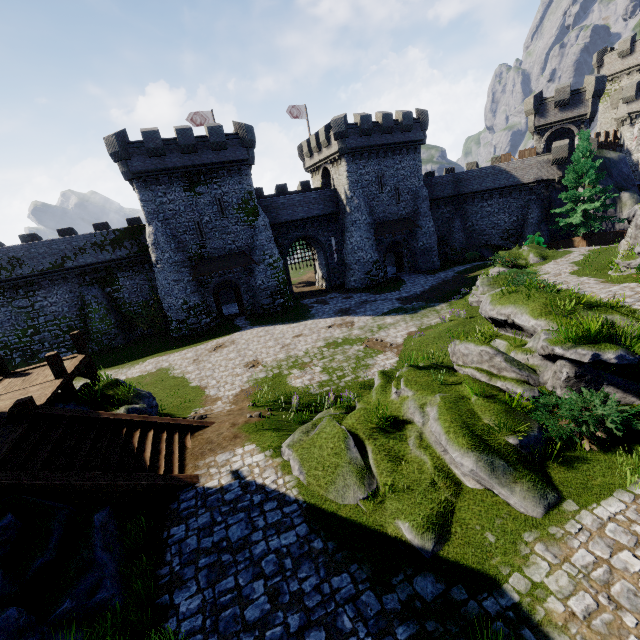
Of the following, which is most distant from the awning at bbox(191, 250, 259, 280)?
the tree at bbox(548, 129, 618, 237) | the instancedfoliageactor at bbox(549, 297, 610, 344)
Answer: the tree at bbox(548, 129, 618, 237)

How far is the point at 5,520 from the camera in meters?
5.6 m

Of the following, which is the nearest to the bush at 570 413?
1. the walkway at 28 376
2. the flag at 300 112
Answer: the walkway at 28 376

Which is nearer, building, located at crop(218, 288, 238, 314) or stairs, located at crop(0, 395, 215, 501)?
stairs, located at crop(0, 395, 215, 501)

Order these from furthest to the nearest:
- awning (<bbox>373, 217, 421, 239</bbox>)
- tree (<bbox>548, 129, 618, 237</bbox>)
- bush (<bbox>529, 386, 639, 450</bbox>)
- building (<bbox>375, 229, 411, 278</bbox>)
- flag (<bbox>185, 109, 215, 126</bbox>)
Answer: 1. building (<bbox>375, 229, 411, 278</bbox>)
2. awning (<bbox>373, 217, 421, 239</bbox>)
3. flag (<bbox>185, 109, 215, 126</bbox>)
4. tree (<bbox>548, 129, 618, 237</bbox>)
5. bush (<bbox>529, 386, 639, 450</bbox>)

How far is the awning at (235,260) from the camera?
29.3m

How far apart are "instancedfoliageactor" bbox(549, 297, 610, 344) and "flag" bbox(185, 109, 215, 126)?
37.6 meters

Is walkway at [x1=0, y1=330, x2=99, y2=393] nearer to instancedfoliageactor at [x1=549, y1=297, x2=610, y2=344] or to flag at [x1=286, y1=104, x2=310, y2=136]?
instancedfoliageactor at [x1=549, y1=297, x2=610, y2=344]
